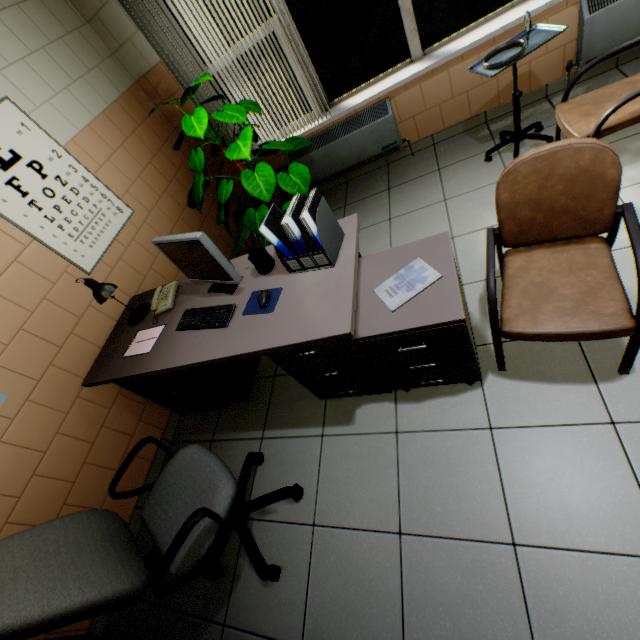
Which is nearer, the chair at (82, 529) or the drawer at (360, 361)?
the chair at (82, 529)

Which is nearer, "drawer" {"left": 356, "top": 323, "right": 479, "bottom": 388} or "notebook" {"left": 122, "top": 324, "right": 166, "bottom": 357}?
"drawer" {"left": 356, "top": 323, "right": 479, "bottom": 388}

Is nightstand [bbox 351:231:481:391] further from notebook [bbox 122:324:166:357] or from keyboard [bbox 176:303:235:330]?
notebook [bbox 122:324:166:357]

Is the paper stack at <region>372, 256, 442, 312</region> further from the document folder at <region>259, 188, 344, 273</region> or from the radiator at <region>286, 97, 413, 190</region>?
the radiator at <region>286, 97, 413, 190</region>

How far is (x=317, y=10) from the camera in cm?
278

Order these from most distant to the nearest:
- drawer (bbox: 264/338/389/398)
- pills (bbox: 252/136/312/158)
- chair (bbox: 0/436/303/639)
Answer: pills (bbox: 252/136/312/158)
drawer (bbox: 264/338/389/398)
chair (bbox: 0/436/303/639)

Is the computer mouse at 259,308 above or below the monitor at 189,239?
below

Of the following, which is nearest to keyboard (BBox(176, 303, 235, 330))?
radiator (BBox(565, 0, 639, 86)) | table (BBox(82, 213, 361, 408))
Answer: table (BBox(82, 213, 361, 408))
